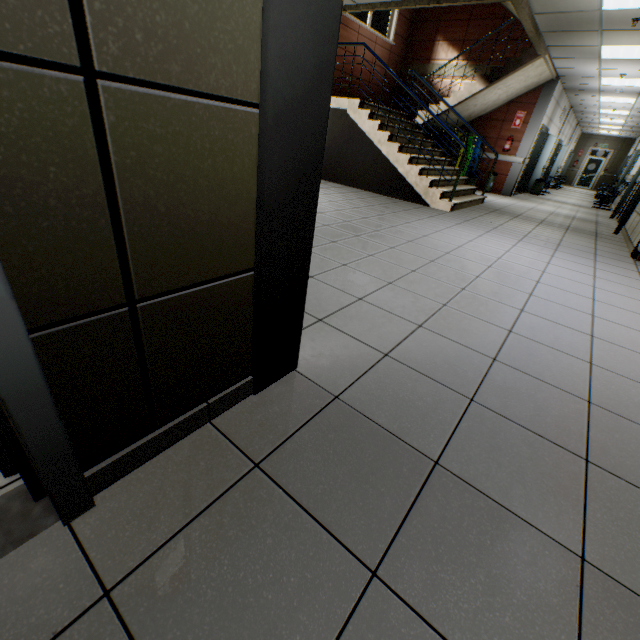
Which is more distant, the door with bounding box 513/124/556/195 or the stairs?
the door with bounding box 513/124/556/195

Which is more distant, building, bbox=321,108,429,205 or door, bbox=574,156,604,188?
door, bbox=574,156,604,188

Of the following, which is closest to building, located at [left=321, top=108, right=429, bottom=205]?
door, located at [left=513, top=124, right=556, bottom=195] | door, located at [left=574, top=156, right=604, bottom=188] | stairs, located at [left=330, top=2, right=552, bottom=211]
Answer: stairs, located at [left=330, top=2, right=552, bottom=211]

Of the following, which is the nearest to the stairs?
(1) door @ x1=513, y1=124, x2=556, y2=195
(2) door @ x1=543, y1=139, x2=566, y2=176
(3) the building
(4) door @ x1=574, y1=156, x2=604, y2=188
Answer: (3) the building

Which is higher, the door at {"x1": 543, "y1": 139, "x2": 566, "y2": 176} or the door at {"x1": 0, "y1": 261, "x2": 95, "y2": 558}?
the door at {"x1": 543, "y1": 139, "x2": 566, "y2": 176}

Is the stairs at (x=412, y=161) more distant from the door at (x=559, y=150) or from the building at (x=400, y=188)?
the door at (x=559, y=150)

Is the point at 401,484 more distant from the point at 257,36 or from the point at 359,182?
the point at 359,182

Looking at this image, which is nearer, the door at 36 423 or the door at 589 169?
the door at 36 423
